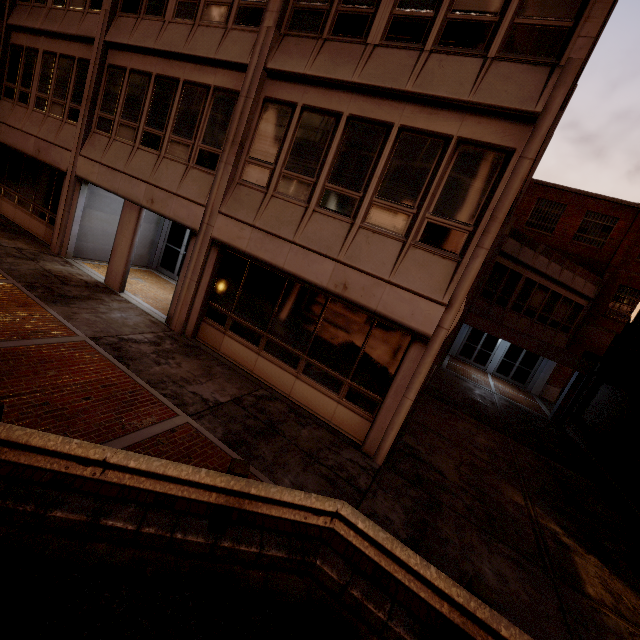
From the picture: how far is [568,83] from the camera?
5.55m
